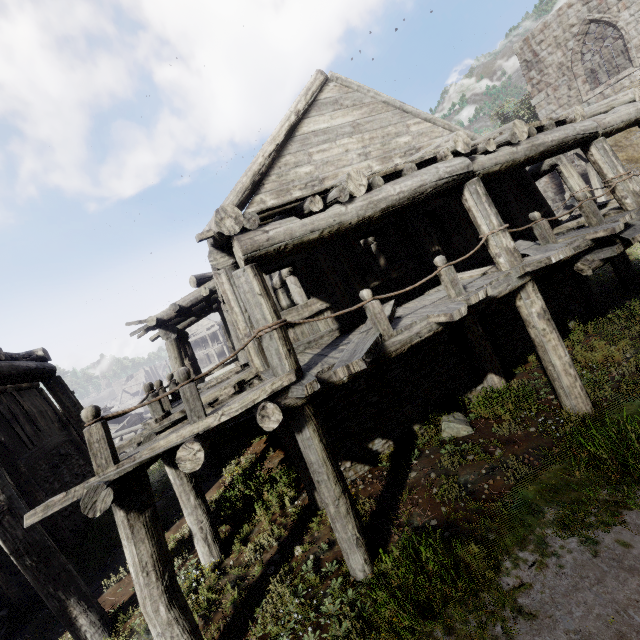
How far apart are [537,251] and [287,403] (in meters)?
5.42
